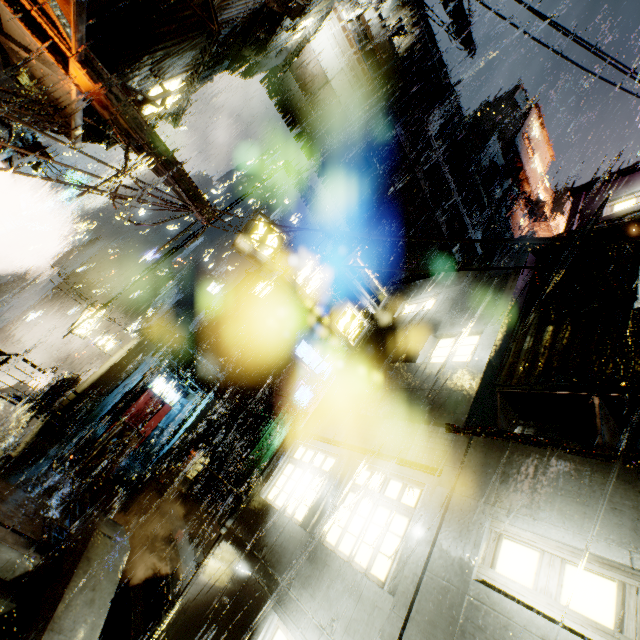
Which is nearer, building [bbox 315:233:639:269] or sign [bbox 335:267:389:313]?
building [bbox 315:233:639:269]

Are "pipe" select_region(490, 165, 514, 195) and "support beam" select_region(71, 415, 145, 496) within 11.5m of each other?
no

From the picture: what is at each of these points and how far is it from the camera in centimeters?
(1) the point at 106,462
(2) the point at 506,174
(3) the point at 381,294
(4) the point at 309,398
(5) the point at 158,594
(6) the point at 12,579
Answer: (1) support beam, 1221cm
(2) pipe, 4325cm
(3) sign, 1230cm
(4) sign, 2416cm
(5) building, 1175cm
(6) stairs, 559cm

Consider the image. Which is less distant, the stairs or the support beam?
the stairs

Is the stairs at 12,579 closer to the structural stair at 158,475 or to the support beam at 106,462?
the support beam at 106,462

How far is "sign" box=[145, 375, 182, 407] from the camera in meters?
24.8 m

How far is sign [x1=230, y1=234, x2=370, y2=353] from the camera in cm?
963

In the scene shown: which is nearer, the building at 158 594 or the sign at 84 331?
the building at 158 594
